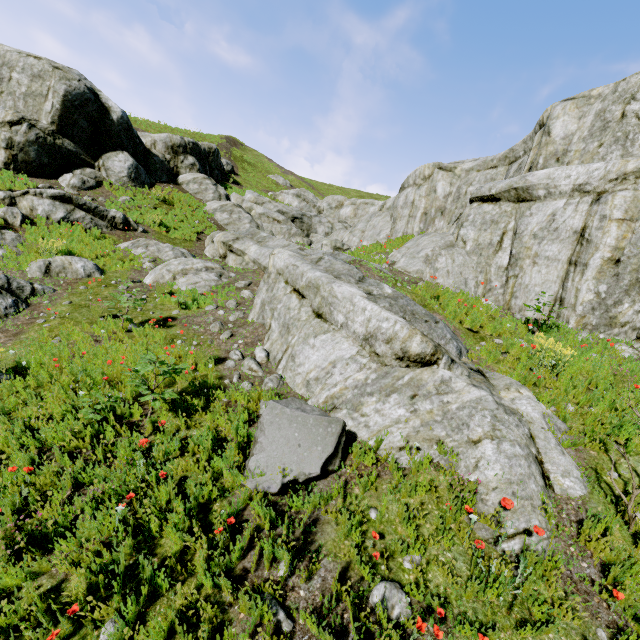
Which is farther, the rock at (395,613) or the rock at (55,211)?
the rock at (55,211)

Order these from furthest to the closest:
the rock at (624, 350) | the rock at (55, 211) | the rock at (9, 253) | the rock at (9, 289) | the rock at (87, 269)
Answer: the rock at (55, 211)
the rock at (9, 253)
the rock at (87, 269)
the rock at (9, 289)
the rock at (624, 350)

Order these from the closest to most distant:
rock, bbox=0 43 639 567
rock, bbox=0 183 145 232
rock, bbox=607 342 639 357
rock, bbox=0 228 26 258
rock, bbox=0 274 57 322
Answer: rock, bbox=0 43 639 567, rock, bbox=607 342 639 357, rock, bbox=0 274 57 322, rock, bbox=0 228 26 258, rock, bbox=0 183 145 232

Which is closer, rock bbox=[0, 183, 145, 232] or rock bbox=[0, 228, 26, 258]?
rock bbox=[0, 228, 26, 258]

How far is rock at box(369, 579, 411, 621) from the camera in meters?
3.0 m

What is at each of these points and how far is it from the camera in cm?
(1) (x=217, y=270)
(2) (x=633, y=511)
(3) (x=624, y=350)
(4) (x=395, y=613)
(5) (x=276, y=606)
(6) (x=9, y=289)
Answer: (1) rock, 1220
(2) instancedfoliageactor, 361
(3) rock, 716
(4) rock, 305
(5) rock, 304
(6) rock, 862
